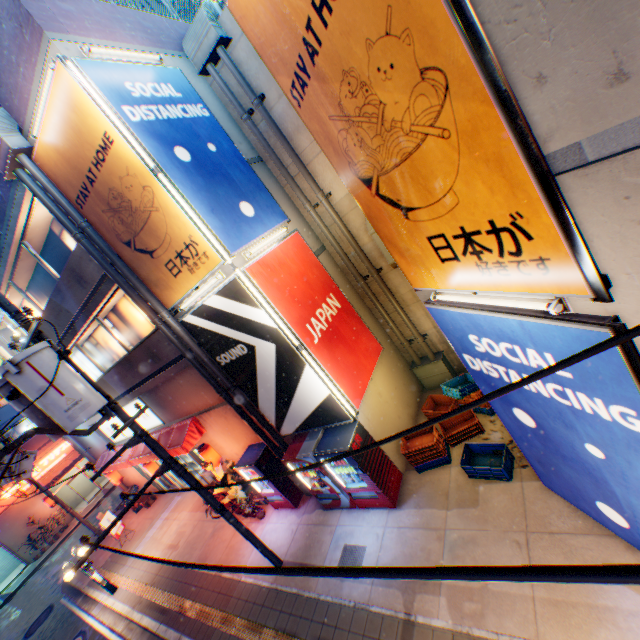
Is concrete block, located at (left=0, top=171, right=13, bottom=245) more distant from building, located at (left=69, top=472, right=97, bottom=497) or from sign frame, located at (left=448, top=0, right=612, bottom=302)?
building, located at (left=69, top=472, right=97, bottom=497)

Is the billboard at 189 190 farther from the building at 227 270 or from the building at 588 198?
the building at 588 198

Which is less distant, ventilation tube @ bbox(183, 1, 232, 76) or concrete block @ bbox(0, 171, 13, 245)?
ventilation tube @ bbox(183, 1, 232, 76)

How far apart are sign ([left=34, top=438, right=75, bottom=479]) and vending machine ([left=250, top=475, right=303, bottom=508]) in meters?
24.0

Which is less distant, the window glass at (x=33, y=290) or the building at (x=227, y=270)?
the building at (x=227, y=270)

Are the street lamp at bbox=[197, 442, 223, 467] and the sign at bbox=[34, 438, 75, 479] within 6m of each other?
no

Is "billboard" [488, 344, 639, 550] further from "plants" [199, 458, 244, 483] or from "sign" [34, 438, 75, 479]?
"sign" [34, 438, 75, 479]

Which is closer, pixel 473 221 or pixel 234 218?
pixel 473 221
